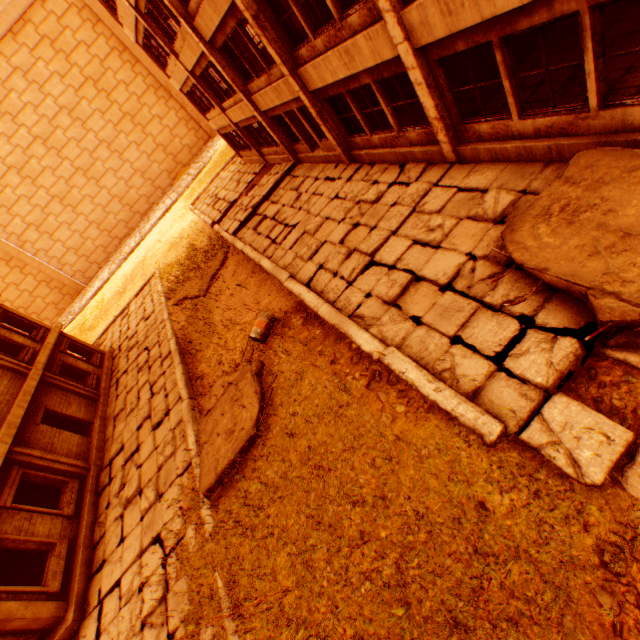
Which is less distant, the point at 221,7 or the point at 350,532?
the point at 350,532

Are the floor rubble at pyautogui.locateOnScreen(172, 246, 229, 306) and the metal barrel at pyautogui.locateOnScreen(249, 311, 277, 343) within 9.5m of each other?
yes

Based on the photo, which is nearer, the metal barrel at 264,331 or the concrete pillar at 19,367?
the metal barrel at 264,331

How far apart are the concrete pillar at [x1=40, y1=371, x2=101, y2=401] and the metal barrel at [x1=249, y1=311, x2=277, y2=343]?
11.88m

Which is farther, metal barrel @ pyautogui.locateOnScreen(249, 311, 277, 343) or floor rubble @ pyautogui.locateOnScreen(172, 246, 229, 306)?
floor rubble @ pyautogui.locateOnScreen(172, 246, 229, 306)

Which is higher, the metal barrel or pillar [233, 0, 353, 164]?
pillar [233, 0, 353, 164]

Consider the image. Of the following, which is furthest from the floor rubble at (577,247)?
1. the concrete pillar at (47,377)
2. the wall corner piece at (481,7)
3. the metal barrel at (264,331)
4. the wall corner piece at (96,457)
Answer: the concrete pillar at (47,377)

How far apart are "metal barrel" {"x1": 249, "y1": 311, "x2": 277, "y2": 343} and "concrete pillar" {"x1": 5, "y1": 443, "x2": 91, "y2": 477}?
9.1m
